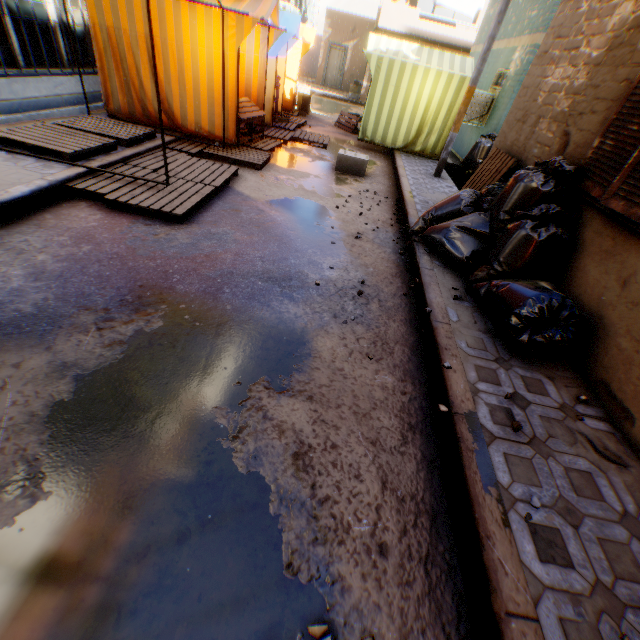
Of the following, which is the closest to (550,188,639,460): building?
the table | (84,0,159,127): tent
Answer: (84,0,159,127): tent

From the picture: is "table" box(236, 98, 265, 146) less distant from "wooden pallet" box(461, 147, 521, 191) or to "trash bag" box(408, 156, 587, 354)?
"trash bag" box(408, 156, 587, 354)

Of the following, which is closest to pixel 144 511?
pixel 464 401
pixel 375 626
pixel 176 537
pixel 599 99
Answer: pixel 176 537

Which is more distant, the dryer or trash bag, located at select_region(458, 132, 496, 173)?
the dryer

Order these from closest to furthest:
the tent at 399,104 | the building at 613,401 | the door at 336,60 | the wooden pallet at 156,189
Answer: the building at 613,401 → the wooden pallet at 156,189 → the tent at 399,104 → the door at 336,60

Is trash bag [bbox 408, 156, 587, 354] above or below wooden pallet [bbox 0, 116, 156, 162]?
above

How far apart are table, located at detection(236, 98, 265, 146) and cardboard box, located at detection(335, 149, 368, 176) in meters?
1.3

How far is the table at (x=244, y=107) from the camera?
6.9m
